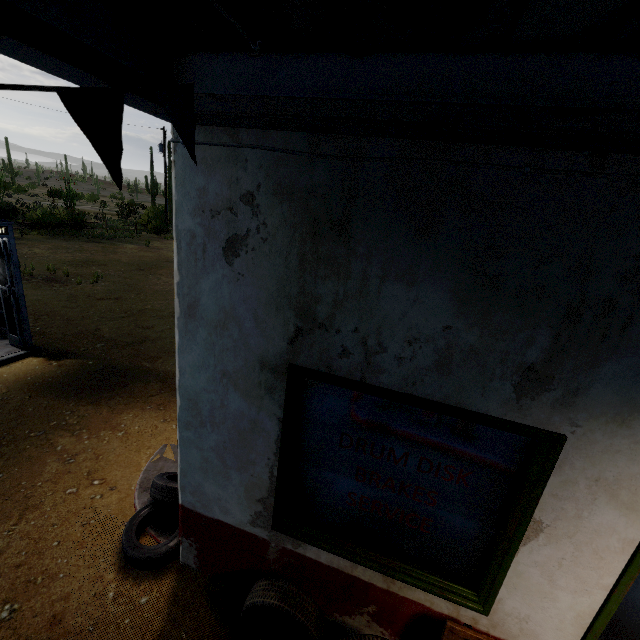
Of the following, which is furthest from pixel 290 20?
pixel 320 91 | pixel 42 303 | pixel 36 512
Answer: pixel 42 303

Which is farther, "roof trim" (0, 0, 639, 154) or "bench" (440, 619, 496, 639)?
"bench" (440, 619, 496, 639)

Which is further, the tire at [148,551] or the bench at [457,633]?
the tire at [148,551]

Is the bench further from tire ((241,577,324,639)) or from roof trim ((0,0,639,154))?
roof trim ((0,0,639,154))

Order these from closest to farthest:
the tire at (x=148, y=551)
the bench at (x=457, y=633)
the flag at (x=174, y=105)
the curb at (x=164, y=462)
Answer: the flag at (x=174, y=105) → the bench at (x=457, y=633) → the tire at (x=148, y=551) → the curb at (x=164, y=462)

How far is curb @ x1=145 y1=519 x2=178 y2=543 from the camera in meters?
3.5

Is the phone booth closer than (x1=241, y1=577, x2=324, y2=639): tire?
No

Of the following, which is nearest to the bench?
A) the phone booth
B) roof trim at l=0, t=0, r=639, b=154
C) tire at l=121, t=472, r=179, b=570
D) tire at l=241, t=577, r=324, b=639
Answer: tire at l=241, t=577, r=324, b=639
